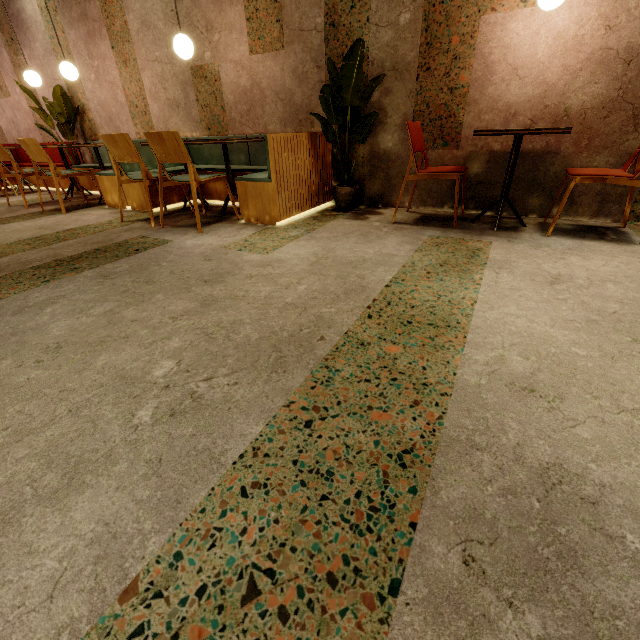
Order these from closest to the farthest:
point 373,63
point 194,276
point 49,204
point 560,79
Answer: point 194,276, point 560,79, point 373,63, point 49,204

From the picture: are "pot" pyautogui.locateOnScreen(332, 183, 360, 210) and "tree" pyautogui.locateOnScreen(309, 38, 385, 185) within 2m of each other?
yes

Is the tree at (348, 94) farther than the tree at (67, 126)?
No

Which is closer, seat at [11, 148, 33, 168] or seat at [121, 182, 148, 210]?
seat at [121, 182, 148, 210]

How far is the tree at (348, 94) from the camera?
2.89m

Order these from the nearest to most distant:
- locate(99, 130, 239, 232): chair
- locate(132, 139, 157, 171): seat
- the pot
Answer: locate(99, 130, 239, 232): chair
the pot
locate(132, 139, 157, 171): seat

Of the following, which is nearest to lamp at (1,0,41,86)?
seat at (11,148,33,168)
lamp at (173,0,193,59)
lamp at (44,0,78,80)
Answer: lamp at (44,0,78,80)
